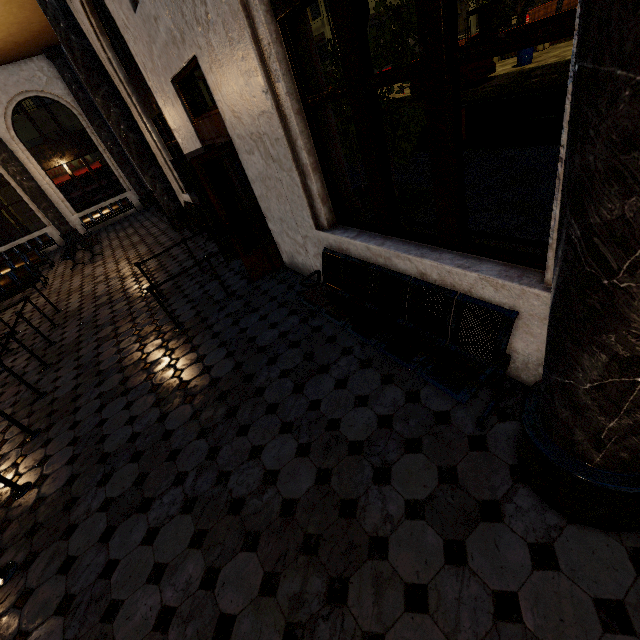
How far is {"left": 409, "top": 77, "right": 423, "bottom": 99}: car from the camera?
16.33m

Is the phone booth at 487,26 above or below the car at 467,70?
above

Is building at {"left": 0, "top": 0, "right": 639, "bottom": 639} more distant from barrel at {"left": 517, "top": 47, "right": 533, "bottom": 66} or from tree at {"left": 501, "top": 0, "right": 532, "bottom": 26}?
barrel at {"left": 517, "top": 47, "right": 533, "bottom": 66}

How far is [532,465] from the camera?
2.0 meters

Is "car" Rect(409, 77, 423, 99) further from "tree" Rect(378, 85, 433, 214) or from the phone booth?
"tree" Rect(378, 85, 433, 214)

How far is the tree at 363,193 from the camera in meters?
6.6 m

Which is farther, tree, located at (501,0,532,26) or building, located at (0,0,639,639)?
tree, located at (501,0,532,26)

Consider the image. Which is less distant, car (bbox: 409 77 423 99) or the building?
the building
